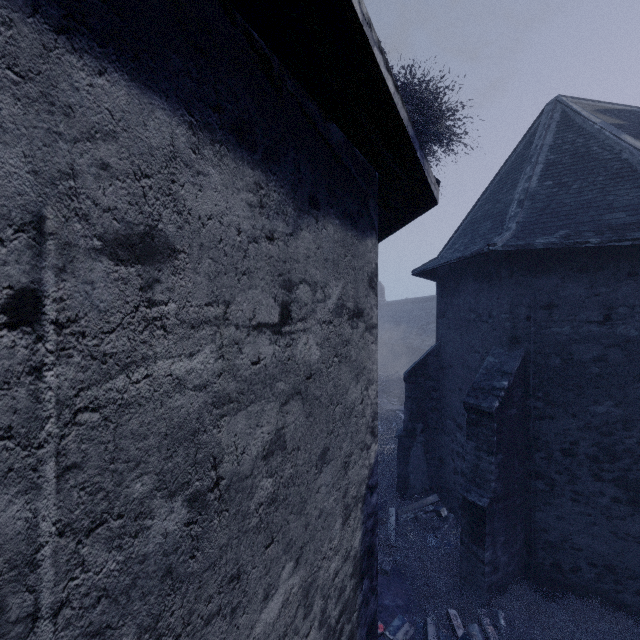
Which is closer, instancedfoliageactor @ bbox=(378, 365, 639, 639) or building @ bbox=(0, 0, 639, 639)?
building @ bbox=(0, 0, 639, 639)

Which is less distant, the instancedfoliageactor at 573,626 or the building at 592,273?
the building at 592,273

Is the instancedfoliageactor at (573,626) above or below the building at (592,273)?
below

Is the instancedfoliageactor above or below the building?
below

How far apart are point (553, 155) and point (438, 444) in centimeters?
808cm
